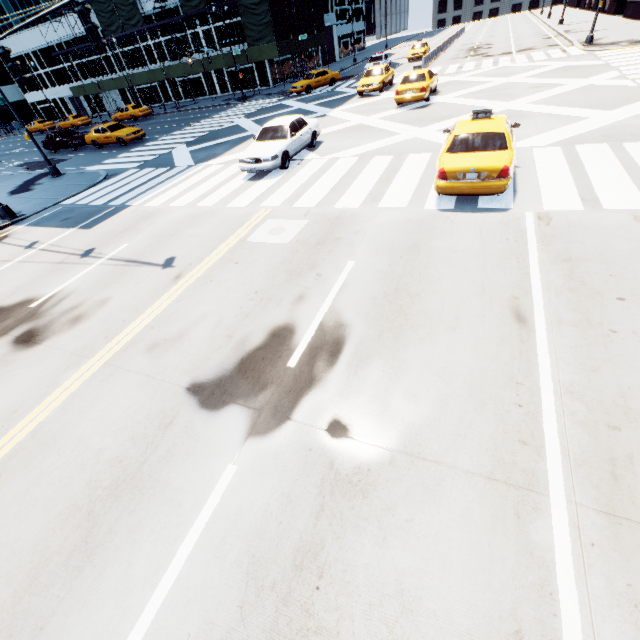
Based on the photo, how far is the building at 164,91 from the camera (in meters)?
43.84

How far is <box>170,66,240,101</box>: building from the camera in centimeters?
3987cm

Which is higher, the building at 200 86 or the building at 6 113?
the building at 6 113

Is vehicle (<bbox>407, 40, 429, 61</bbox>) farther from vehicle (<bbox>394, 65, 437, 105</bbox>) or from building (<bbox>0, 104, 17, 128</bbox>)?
building (<bbox>0, 104, 17, 128</bbox>)

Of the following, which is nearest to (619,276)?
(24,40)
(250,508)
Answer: (250,508)

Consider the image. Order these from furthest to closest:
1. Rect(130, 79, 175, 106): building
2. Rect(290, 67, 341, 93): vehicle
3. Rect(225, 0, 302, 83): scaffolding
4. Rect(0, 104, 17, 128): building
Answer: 1. Rect(0, 104, 17, 128): building
2. Rect(130, 79, 175, 106): building
3. Rect(225, 0, 302, 83): scaffolding
4. Rect(290, 67, 341, 93): vehicle

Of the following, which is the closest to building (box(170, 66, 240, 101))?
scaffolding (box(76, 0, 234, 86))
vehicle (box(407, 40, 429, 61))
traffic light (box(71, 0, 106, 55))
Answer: scaffolding (box(76, 0, 234, 86))

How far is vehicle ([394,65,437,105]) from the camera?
17.7m
